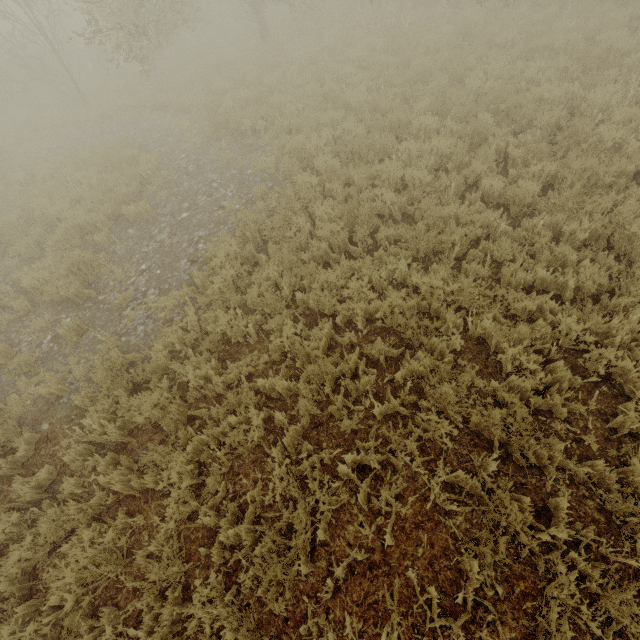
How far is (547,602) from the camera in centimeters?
296cm
